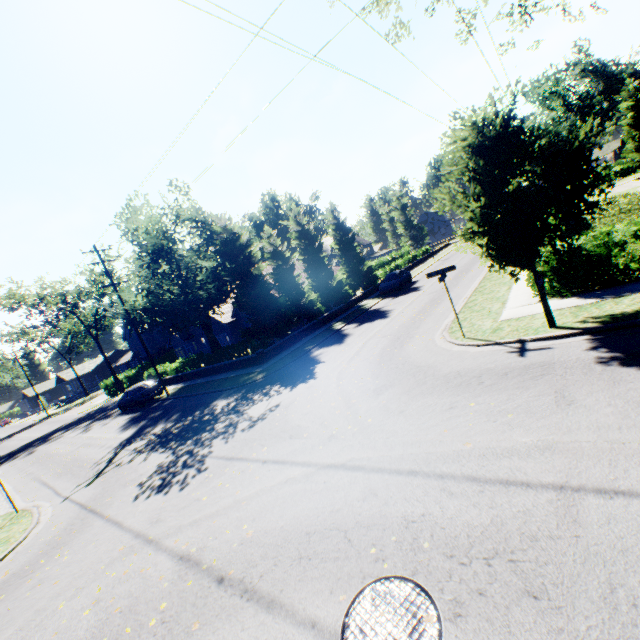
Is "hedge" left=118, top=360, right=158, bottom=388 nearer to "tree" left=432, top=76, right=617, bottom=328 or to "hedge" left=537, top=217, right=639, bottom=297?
"tree" left=432, top=76, right=617, bottom=328

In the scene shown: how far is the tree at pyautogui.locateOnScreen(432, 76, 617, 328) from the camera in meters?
7.3 m

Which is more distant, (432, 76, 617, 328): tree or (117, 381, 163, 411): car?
(117, 381, 163, 411): car

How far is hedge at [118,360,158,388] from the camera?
33.0 meters

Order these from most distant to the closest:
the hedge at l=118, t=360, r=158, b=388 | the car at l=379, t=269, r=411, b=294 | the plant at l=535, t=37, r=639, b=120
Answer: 1. the plant at l=535, t=37, r=639, b=120
2. the hedge at l=118, t=360, r=158, b=388
3. the car at l=379, t=269, r=411, b=294

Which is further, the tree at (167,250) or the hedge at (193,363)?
the tree at (167,250)

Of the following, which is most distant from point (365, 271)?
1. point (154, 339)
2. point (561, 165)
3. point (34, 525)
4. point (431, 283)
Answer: point (154, 339)

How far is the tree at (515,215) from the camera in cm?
730
